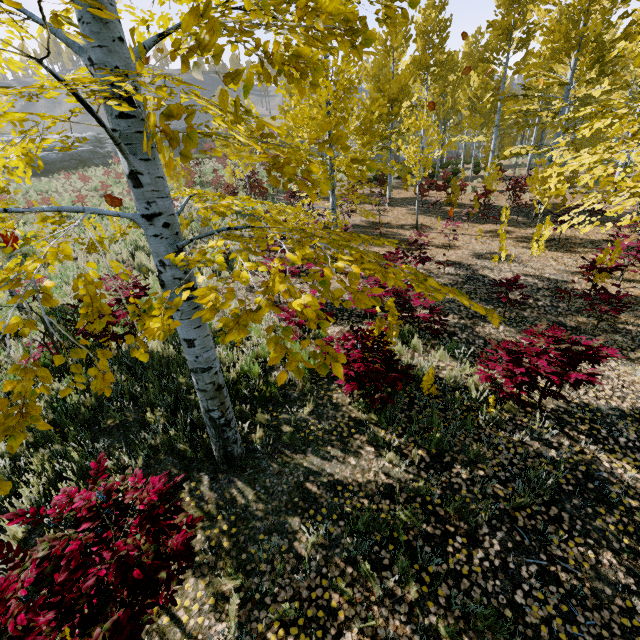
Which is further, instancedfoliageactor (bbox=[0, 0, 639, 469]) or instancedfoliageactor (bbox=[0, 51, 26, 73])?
instancedfoliageactor (bbox=[0, 51, 26, 73])

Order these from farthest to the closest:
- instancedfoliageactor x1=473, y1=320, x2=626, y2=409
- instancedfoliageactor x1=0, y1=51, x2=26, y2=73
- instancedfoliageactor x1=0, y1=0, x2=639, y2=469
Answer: instancedfoliageactor x1=473, y1=320, x2=626, y2=409
instancedfoliageactor x1=0, y1=51, x2=26, y2=73
instancedfoliageactor x1=0, y1=0, x2=639, y2=469

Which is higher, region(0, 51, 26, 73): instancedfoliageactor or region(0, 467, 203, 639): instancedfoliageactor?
region(0, 51, 26, 73): instancedfoliageactor

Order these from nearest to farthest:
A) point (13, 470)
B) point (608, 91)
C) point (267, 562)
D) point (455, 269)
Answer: point (267, 562) → point (13, 470) → point (455, 269) → point (608, 91)

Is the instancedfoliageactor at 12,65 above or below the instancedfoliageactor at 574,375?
above

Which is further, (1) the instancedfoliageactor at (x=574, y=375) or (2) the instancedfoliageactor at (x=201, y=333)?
(1) the instancedfoliageactor at (x=574, y=375)

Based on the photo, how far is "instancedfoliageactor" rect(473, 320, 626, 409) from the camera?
4.50m
